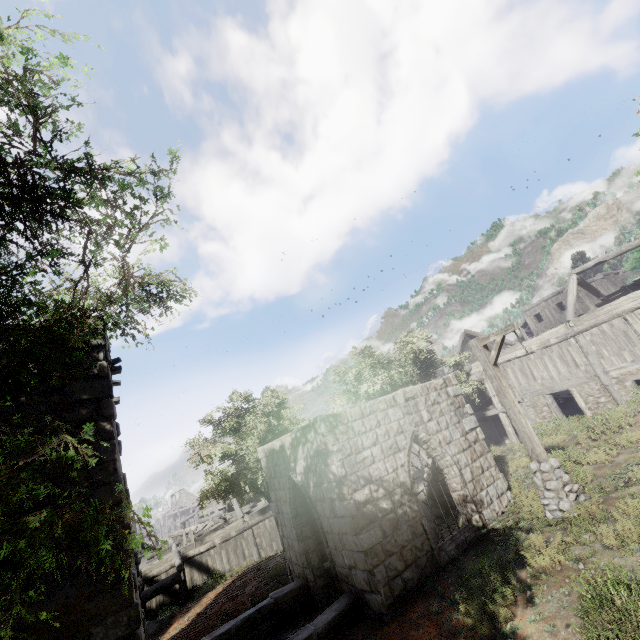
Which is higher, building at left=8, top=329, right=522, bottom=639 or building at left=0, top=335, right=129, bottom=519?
building at left=0, top=335, right=129, bottom=519

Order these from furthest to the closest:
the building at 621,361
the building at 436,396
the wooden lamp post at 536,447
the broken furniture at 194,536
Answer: the broken furniture at 194,536
the building at 621,361
the wooden lamp post at 536,447
the building at 436,396

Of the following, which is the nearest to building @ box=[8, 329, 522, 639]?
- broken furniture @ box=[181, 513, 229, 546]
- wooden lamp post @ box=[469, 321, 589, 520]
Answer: broken furniture @ box=[181, 513, 229, 546]

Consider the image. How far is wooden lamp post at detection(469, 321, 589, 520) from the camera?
7.8m

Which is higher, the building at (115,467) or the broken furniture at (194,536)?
the building at (115,467)

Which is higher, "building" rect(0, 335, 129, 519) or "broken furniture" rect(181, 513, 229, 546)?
"building" rect(0, 335, 129, 519)

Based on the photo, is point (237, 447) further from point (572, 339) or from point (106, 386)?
point (572, 339)

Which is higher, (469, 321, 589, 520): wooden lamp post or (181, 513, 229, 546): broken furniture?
(181, 513, 229, 546): broken furniture
